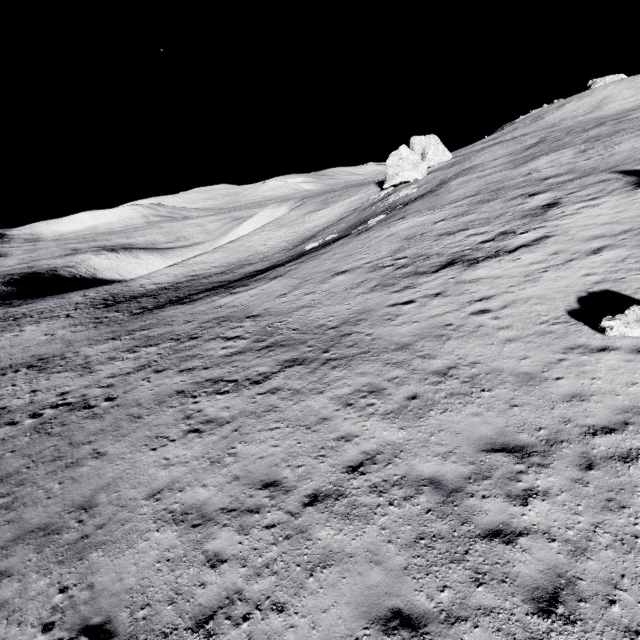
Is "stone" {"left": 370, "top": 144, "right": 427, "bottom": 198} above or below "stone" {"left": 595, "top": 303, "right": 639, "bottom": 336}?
above

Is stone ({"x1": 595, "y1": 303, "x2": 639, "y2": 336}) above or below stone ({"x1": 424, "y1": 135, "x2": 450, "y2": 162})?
below

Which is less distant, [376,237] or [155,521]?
[155,521]

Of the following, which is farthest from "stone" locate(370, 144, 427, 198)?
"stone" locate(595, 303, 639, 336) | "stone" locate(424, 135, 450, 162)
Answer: "stone" locate(595, 303, 639, 336)

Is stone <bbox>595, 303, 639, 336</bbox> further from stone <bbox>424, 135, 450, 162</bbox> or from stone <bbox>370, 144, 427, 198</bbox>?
stone <bbox>424, 135, 450, 162</bbox>

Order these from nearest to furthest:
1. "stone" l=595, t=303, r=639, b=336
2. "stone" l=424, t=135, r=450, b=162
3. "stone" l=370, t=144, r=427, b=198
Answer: "stone" l=595, t=303, r=639, b=336 < "stone" l=370, t=144, r=427, b=198 < "stone" l=424, t=135, r=450, b=162

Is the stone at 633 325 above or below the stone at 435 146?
below

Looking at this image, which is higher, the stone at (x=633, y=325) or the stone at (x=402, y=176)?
the stone at (x=402, y=176)
